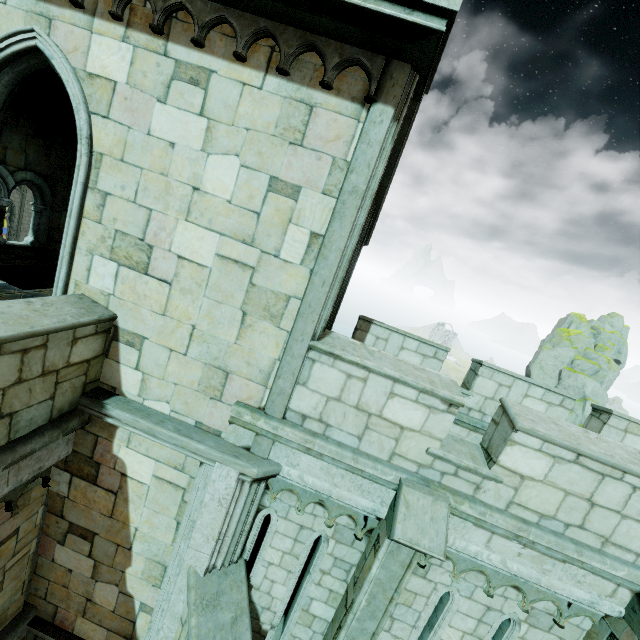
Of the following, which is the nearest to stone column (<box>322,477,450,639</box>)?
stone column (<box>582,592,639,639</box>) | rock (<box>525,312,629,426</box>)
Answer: stone column (<box>582,592,639,639</box>)

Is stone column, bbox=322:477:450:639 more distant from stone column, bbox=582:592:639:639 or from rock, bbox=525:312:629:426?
rock, bbox=525:312:629:426

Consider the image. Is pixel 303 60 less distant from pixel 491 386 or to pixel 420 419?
pixel 420 419

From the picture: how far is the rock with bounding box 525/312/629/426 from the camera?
36.7 meters

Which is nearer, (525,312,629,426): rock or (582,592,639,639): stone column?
(582,592,639,639): stone column

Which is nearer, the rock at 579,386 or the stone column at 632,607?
the stone column at 632,607

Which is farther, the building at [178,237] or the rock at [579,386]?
the rock at [579,386]
